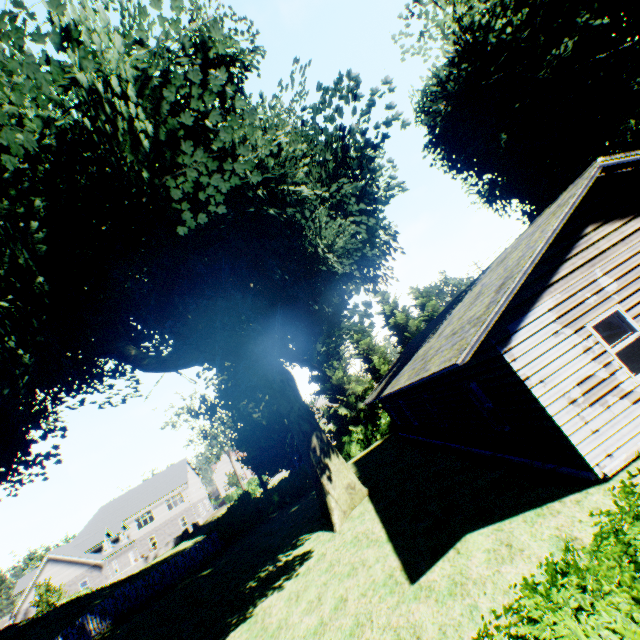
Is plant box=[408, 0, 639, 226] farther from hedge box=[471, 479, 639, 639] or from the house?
the house

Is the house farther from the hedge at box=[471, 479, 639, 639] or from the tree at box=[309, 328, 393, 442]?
the tree at box=[309, 328, 393, 442]

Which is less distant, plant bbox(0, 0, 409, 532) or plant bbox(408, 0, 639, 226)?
plant bbox(0, 0, 409, 532)

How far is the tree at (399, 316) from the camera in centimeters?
3688cm

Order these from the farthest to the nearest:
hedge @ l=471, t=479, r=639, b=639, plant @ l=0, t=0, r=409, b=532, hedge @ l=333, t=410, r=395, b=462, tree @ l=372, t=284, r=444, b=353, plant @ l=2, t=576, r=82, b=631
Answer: tree @ l=372, t=284, r=444, b=353 → hedge @ l=333, t=410, r=395, b=462 → plant @ l=2, t=576, r=82, b=631 → plant @ l=0, t=0, r=409, b=532 → hedge @ l=471, t=479, r=639, b=639

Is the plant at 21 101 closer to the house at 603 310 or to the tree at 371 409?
the tree at 371 409

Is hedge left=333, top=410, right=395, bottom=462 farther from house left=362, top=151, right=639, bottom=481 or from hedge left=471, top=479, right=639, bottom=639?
hedge left=471, top=479, right=639, bottom=639

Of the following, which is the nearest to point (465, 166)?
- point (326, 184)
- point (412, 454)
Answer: point (326, 184)
